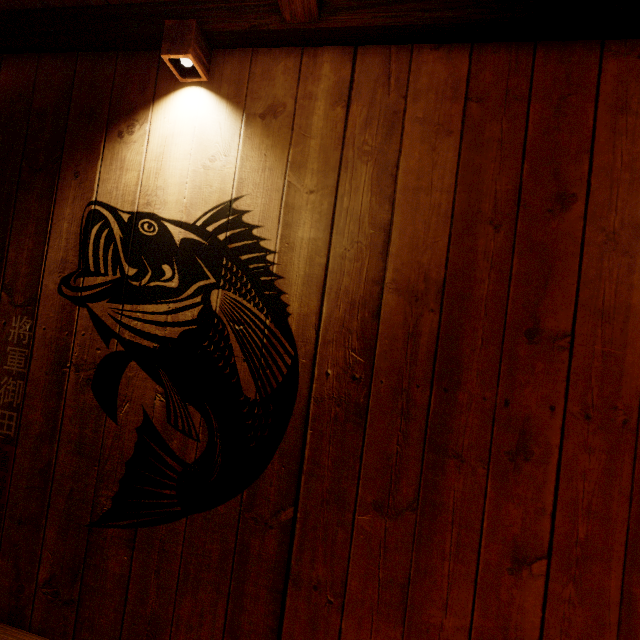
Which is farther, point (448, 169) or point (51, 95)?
point (51, 95)

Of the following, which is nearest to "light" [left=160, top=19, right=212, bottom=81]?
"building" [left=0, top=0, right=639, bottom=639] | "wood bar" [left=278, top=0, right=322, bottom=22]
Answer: "building" [left=0, top=0, right=639, bottom=639]

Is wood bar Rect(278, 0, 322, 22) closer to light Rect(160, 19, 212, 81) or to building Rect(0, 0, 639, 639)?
building Rect(0, 0, 639, 639)

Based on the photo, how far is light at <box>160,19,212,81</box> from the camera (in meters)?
2.37

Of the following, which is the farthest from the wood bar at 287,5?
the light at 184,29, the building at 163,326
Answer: the light at 184,29
